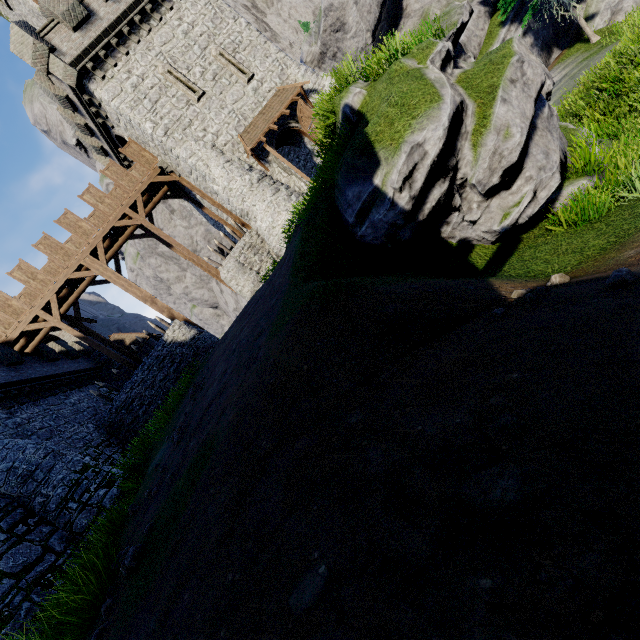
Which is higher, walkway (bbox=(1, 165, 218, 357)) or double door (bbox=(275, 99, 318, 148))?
walkway (bbox=(1, 165, 218, 357))

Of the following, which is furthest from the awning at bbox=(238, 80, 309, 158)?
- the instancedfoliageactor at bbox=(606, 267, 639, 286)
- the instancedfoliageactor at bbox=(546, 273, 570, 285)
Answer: the instancedfoliageactor at bbox=(606, 267, 639, 286)

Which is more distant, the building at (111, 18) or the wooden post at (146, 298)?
the wooden post at (146, 298)

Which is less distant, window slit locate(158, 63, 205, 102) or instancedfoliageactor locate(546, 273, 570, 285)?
instancedfoliageactor locate(546, 273, 570, 285)

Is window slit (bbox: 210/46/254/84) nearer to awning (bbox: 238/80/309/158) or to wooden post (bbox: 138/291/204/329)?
awning (bbox: 238/80/309/158)

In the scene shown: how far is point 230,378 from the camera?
7.82m

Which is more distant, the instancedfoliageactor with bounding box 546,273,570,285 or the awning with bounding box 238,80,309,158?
the awning with bounding box 238,80,309,158

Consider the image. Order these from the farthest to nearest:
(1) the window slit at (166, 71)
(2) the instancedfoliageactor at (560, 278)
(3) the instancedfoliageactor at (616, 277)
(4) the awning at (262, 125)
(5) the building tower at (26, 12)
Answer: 1. (5) the building tower at (26, 12)
2. (4) the awning at (262, 125)
3. (1) the window slit at (166, 71)
4. (2) the instancedfoliageactor at (560, 278)
5. (3) the instancedfoliageactor at (616, 277)
